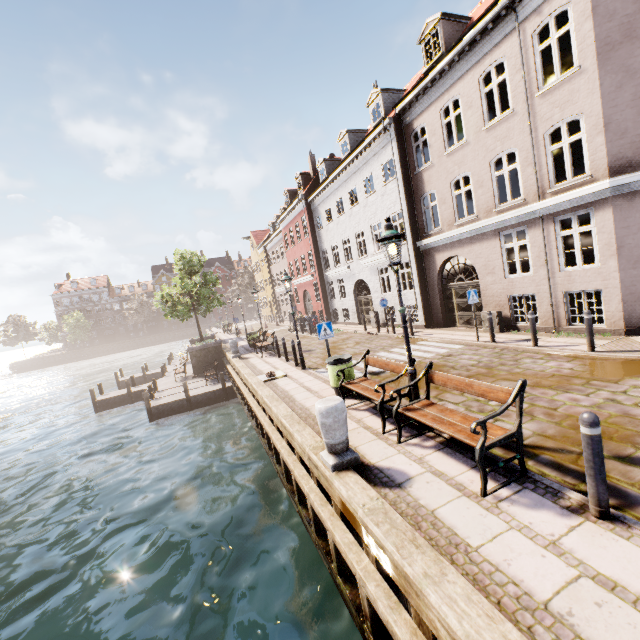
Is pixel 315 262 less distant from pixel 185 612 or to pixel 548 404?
pixel 548 404

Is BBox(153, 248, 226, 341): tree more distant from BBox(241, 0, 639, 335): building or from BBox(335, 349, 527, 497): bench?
BBox(335, 349, 527, 497): bench

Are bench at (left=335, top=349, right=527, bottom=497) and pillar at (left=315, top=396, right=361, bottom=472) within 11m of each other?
yes

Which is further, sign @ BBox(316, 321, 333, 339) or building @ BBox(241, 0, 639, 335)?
sign @ BBox(316, 321, 333, 339)

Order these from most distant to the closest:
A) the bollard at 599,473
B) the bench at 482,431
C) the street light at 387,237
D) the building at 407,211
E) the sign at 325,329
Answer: the sign at 325,329
the building at 407,211
the street light at 387,237
the bench at 482,431
the bollard at 599,473

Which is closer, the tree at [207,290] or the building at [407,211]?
the building at [407,211]

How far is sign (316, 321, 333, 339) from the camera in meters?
9.4

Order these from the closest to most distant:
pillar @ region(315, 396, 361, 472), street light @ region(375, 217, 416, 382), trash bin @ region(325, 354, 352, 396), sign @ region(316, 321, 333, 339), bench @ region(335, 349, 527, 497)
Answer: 1. bench @ region(335, 349, 527, 497)
2. pillar @ region(315, 396, 361, 472)
3. street light @ region(375, 217, 416, 382)
4. trash bin @ region(325, 354, 352, 396)
5. sign @ region(316, 321, 333, 339)
